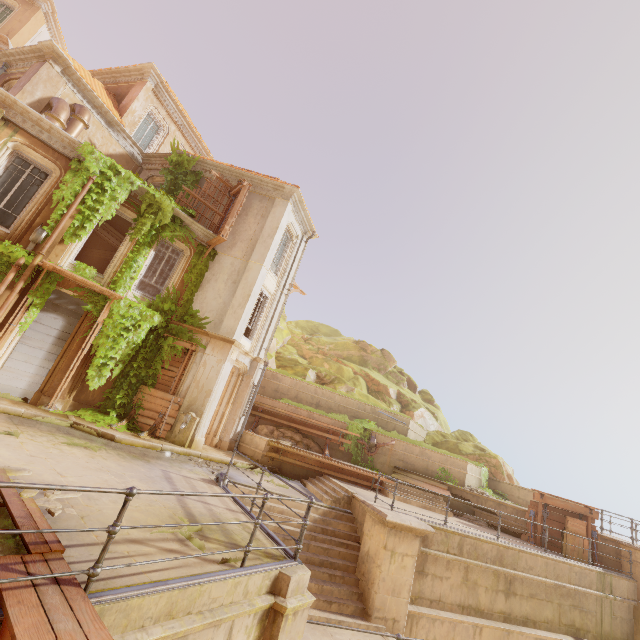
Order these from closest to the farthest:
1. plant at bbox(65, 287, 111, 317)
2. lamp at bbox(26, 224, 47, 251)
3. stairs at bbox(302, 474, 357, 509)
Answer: lamp at bbox(26, 224, 47, 251)
stairs at bbox(302, 474, 357, 509)
plant at bbox(65, 287, 111, 317)

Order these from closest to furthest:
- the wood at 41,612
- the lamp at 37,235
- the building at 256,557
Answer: the wood at 41,612 → the building at 256,557 → the lamp at 37,235

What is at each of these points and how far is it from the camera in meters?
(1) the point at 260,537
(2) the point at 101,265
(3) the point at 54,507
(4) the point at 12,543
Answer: (1) building, 6.1
(2) wallpaper, 19.6
(3) rubble, 4.6
(4) building, 3.6

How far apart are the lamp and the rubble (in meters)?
8.85

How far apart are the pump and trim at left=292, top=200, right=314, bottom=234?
11.02m

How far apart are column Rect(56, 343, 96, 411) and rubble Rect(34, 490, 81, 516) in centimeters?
747cm

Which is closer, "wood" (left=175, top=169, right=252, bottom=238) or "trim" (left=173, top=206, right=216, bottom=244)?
"trim" (left=173, top=206, right=216, bottom=244)

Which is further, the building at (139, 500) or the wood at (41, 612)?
the building at (139, 500)
